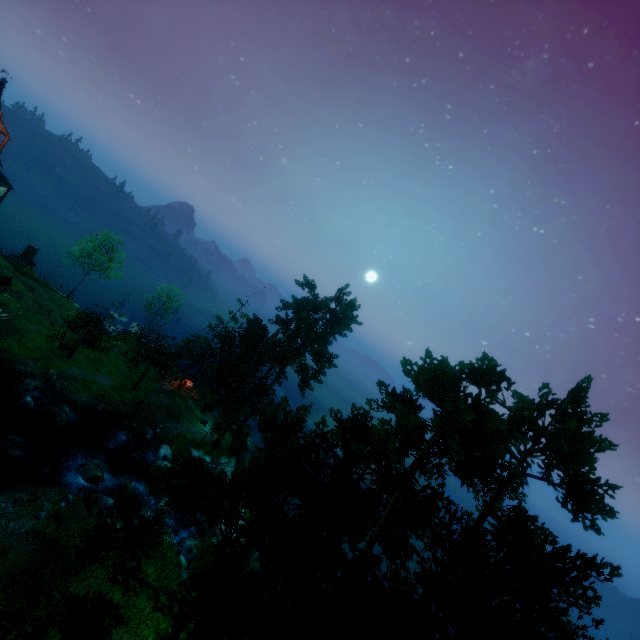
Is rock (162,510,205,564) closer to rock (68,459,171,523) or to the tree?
rock (68,459,171,523)

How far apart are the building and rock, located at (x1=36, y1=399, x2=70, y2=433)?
13.6 meters

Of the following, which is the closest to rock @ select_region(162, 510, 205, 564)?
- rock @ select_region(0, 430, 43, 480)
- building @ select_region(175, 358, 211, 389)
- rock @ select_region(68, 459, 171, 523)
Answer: rock @ select_region(68, 459, 171, 523)

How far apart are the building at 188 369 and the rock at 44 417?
13.6m

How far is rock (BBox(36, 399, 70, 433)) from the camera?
29.4 meters

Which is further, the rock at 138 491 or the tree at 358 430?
the rock at 138 491

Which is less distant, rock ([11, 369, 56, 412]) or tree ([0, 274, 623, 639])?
tree ([0, 274, 623, 639])

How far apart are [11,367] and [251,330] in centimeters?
2386cm
